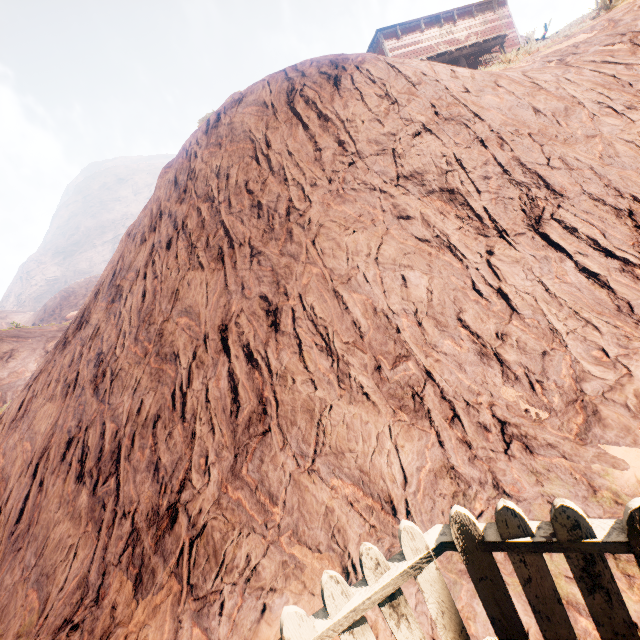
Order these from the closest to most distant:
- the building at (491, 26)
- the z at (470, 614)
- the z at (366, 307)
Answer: the z at (470, 614) → the z at (366, 307) → the building at (491, 26)

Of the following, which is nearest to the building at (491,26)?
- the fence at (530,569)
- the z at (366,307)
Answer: the z at (366,307)

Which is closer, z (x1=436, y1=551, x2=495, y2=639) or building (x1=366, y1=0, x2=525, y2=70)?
z (x1=436, y1=551, x2=495, y2=639)

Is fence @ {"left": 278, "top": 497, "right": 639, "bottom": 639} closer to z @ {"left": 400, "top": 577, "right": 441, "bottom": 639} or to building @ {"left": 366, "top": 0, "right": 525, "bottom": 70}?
z @ {"left": 400, "top": 577, "right": 441, "bottom": 639}

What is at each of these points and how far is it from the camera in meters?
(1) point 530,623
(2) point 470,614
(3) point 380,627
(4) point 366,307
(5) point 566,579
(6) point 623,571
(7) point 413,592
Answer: Answer:
(1) z, 1.8 m
(2) z, 2.0 m
(3) z, 2.1 m
(4) z, 3.9 m
(5) z, 1.9 m
(6) z, 1.9 m
(7) z, 2.2 m

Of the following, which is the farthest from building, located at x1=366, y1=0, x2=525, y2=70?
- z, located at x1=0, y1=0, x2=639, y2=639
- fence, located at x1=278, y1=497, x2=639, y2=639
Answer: fence, located at x1=278, y1=497, x2=639, y2=639

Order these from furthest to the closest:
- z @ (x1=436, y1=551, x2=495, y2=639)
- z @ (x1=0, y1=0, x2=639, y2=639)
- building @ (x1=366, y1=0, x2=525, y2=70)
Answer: building @ (x1=366, y1=0, x2=525, y2=70), z @ (x1=0, y1=0, x2=639, y2=639), z @ (x1=436, y1=551, x2=495, y2=639)

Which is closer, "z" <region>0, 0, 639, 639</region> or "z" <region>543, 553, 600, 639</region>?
"z" <region>543, 553, 600, 639</region>
